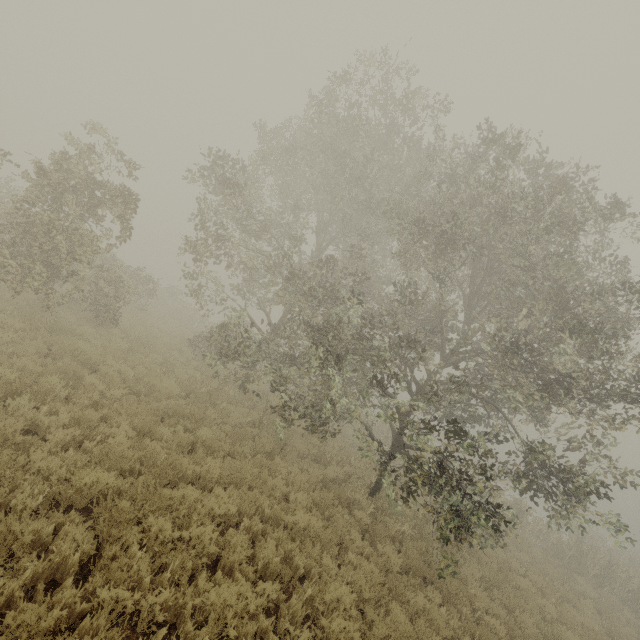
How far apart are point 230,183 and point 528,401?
11.51m
